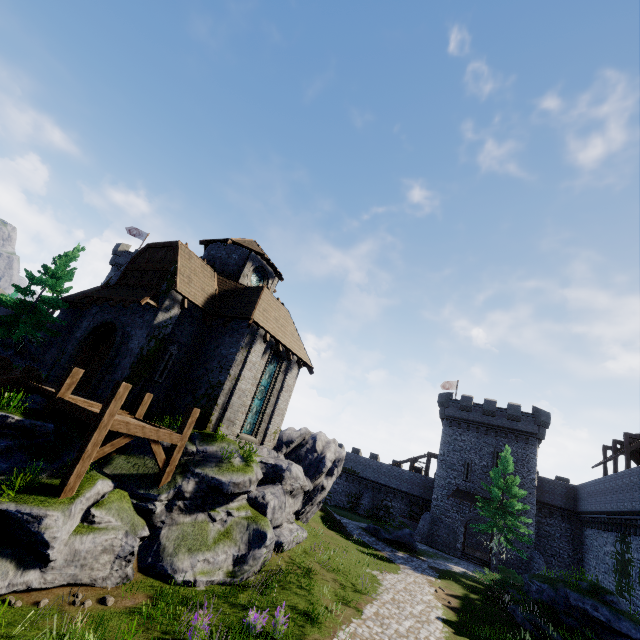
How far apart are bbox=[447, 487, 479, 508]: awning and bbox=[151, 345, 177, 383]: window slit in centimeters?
3397cm

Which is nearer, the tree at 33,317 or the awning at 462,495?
the tree at 33,317

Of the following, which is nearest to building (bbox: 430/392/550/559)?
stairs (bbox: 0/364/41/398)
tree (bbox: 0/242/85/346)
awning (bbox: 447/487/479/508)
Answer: awning (bbox: 447/487/479/508)

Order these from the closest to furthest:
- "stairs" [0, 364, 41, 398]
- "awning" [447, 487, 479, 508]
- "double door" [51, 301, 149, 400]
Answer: "stairs" [0, 364, 41, 398] < "double door" [51, 301, 149, 400] < "awning" [447, 487, 479, 508]

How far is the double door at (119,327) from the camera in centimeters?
1475cm

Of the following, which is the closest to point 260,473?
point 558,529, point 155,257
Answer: point 155,257

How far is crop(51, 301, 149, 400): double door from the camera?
14.8 meters

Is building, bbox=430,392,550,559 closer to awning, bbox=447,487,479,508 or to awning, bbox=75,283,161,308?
awning, bbox=447,487,479,508
